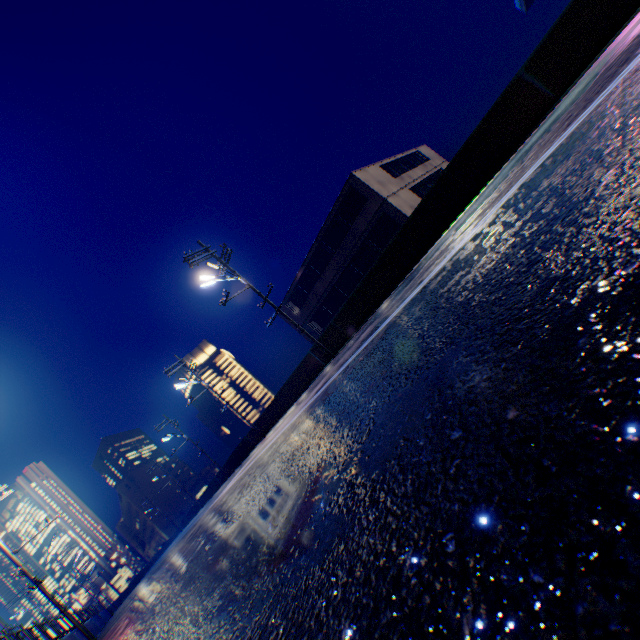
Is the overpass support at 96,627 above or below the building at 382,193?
below

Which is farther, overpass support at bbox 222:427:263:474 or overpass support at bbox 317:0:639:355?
overpass support at bbox 222:427:263:474

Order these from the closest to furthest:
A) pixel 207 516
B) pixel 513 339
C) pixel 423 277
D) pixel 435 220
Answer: pixel 513 339, pixel 423 277, pixel 207 516, pixel 435 220

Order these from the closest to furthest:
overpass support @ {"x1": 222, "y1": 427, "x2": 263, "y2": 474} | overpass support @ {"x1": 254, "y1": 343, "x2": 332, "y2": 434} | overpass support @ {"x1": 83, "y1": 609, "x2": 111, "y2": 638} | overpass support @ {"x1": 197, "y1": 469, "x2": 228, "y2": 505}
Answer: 1. overpass support @ {"x1": 254, "y1": 343, "x2": 332, "y2": 434}
2. overpass support @ {"x1": 83, "y1": 609, "x2": 111, "y2": 638}
3. overpass support @ {"x1": 222, "y1": 427, "x2": 263, "y2": 474}
4. overpass support @ {"x1": 197, "y1": 469, "x2": 228, "y2": 505}

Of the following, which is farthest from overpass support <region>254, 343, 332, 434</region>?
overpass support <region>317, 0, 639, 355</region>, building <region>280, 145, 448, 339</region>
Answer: building <region>280, 145, 448, 339</region>

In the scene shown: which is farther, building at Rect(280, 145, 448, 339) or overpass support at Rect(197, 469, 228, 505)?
overpass support at Rect(197, 469, 228, 505)

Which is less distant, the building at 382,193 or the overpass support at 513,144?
the overpass support at 513,144
